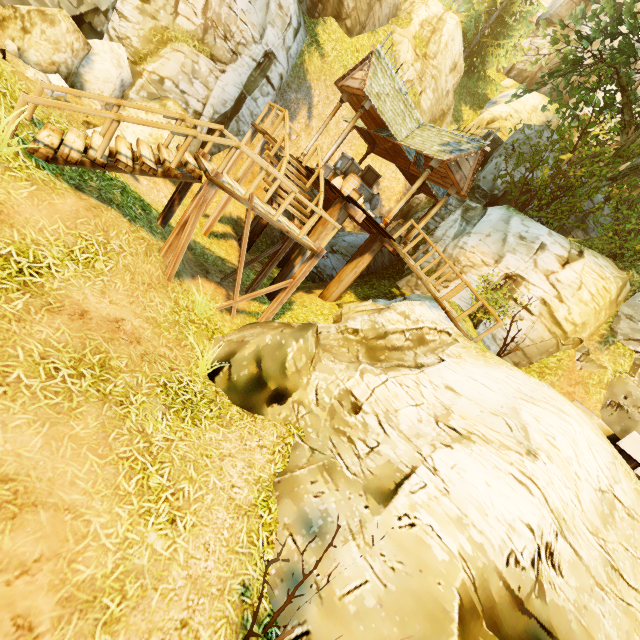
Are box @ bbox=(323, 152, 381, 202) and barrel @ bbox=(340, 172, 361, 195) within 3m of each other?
yes

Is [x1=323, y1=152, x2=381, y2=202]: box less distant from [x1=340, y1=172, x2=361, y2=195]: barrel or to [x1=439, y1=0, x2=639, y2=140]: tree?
[x1=340, y1=172, x2=361, y2=195]: barrel

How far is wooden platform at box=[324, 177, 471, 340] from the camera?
9.0 meters

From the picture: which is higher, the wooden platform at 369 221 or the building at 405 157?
the building at 405 157

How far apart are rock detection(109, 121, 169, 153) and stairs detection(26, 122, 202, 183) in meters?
3.1 m

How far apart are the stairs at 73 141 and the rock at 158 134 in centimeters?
312cm

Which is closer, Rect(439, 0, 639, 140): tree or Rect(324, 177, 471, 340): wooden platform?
Rect(324, 177, 471, 340): wooden platform

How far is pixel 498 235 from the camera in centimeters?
1227cm
